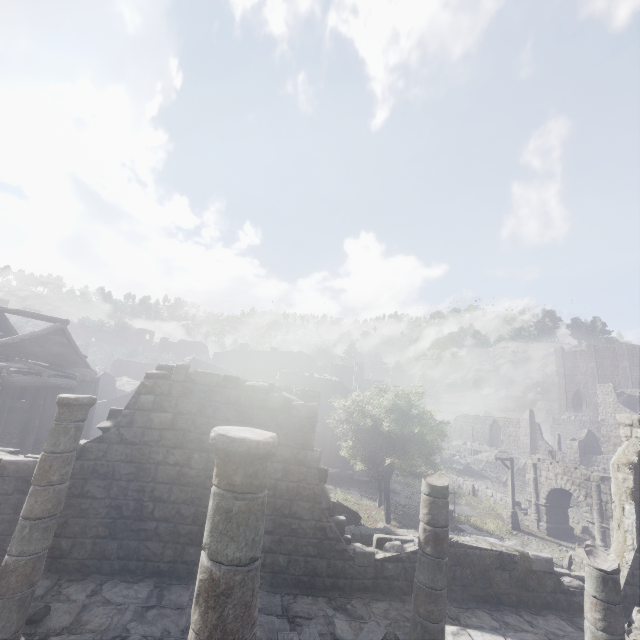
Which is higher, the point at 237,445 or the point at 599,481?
the point at 237,445

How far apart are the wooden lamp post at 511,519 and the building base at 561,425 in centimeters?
3836cm

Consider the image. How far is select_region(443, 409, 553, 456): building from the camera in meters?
42.9

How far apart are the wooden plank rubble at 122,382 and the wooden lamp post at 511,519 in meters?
43.7 m

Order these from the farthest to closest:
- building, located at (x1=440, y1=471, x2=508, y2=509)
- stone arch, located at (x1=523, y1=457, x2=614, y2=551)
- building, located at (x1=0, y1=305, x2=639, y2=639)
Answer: building, located at (x1=440, y1=471, x2=508, y2=509) < stone arch, located at (x1=523, y1=457, x2=614, y2=551) < building, located at (x1=0, y1=305, x2=639, y2=639)

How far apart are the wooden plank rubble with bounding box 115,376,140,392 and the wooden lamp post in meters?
43.7 m

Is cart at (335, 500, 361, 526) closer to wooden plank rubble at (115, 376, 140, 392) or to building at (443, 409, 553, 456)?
building at (443, 409, 553, 456)

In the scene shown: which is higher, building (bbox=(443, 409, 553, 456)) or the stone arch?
building (bbox=(443, 409, 553, 456))
